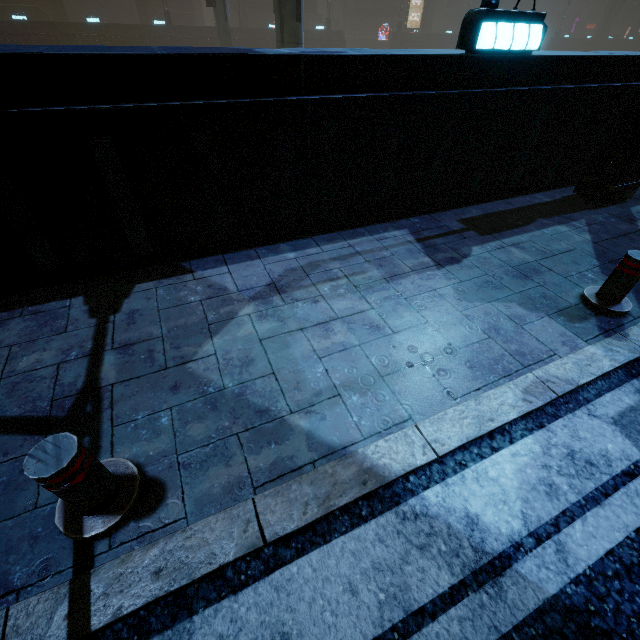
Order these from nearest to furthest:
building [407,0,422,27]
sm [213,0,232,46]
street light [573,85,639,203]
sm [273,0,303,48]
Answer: street light [573,85,639,203] < sm [273,0,303,48] < sm [213,0,232,46] < building [407,0,422,27]

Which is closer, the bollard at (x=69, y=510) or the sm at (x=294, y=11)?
the bollard at (x=69, y=510)

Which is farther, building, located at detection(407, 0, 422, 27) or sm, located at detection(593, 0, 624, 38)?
sm, located at detection(593, 0, 624, 38)

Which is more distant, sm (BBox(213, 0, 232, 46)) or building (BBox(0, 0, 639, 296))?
sm (BBox(213, 0, 232, 46))

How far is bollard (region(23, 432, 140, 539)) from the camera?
1.6m

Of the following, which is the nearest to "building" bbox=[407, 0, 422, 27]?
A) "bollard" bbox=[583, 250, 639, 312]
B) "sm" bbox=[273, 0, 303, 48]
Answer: "sm" bbox=[273, 0, 303, 48]

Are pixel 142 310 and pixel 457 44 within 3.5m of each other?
no

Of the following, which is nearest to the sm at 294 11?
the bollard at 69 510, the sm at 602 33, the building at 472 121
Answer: the building at 472 121
